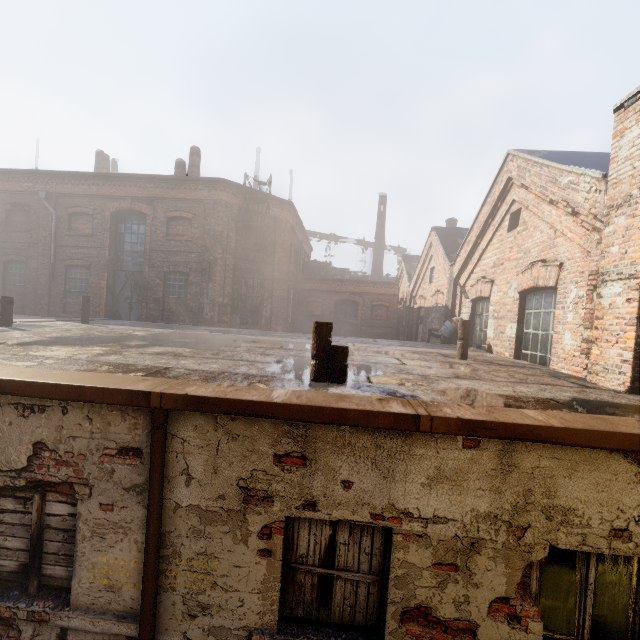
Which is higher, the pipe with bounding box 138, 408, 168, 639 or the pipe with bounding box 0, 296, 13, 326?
the pipe with bounding box 0, 296, 13, 326

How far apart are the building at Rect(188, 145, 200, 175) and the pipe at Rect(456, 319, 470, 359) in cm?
1523

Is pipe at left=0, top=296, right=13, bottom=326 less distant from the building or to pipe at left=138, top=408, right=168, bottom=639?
pipe at left=138, top=408, right=168, bottom=639

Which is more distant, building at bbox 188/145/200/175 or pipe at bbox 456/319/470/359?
building at bbox 188/145/200/175

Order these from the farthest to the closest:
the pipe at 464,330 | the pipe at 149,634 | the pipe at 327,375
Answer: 1. the pipe at 464,330
2. the pipe at 327,375
3. the pipe at 149,634

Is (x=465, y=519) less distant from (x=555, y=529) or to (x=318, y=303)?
(x=555, y=529)

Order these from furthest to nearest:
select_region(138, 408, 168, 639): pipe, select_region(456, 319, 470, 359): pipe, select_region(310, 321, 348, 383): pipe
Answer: select_region(456, 319, 470, 359): pipe → select_region(310, 321, 348, 383): pipe → select_region(138, 408, 168, 639): pipe

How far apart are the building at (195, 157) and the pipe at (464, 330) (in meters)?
15.23
